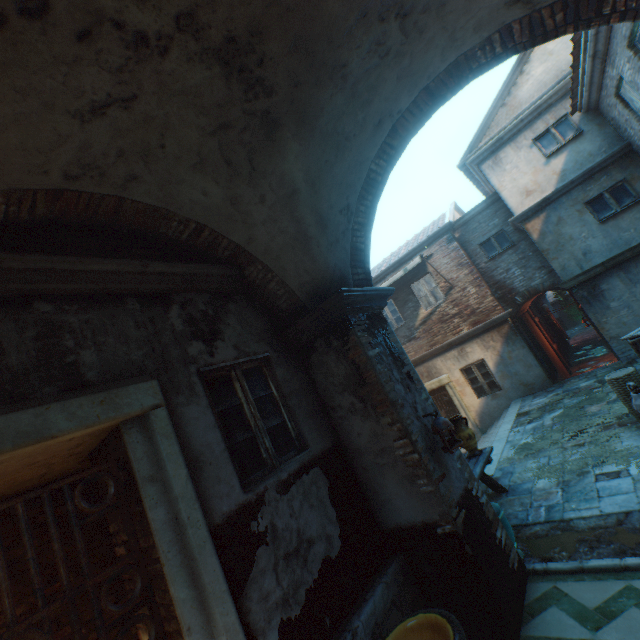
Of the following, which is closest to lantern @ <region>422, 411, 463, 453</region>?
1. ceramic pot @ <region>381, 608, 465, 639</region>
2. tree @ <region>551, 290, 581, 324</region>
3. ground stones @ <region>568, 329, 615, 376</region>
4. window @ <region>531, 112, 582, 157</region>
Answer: ceramic pot @ <region>381, 608, 465, 639</region>

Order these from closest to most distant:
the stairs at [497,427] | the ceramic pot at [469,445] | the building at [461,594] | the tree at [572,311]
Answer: the building at [461,594], the ceramic pot at [469,445], the stairs at [497,427], the tree at [572,311]

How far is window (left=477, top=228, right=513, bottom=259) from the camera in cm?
1187

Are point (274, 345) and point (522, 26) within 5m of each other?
yes

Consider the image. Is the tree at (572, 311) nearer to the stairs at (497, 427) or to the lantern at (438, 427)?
the stairs at (497, 427)

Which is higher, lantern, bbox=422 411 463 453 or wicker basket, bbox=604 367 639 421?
lantern, bbox=422 411 463 453

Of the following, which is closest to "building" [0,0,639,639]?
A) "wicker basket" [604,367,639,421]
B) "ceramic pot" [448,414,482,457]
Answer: "ceramic pot" [448,414,482,457]

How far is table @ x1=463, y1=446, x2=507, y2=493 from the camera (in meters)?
5.60
